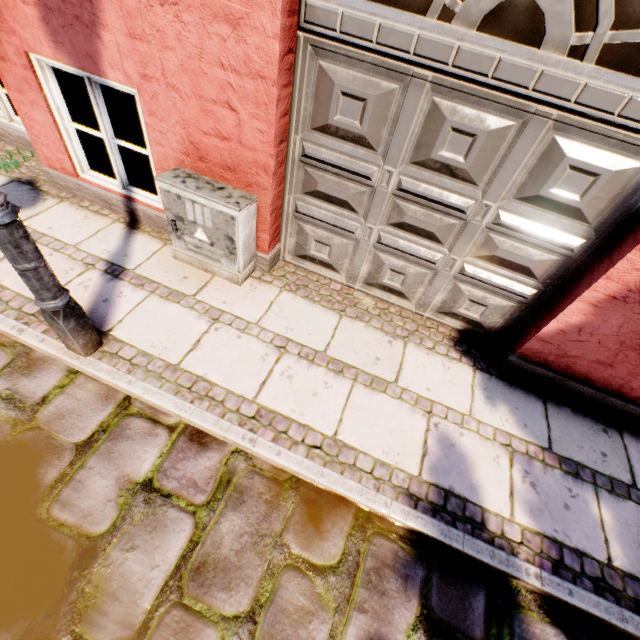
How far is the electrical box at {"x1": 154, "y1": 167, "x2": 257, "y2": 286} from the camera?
2.6 meters

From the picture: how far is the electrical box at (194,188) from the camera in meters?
2.6

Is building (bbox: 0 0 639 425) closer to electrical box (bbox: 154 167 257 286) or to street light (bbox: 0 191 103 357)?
electrical box (bbox: 154 167 257 286)

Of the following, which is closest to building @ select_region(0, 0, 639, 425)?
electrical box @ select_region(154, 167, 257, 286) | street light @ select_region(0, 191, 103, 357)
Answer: electrical box @ select_region(154, 167, 257, 286)

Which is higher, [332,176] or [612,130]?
[612,130]

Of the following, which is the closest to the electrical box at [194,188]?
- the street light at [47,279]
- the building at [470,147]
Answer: the building at [470,147]
